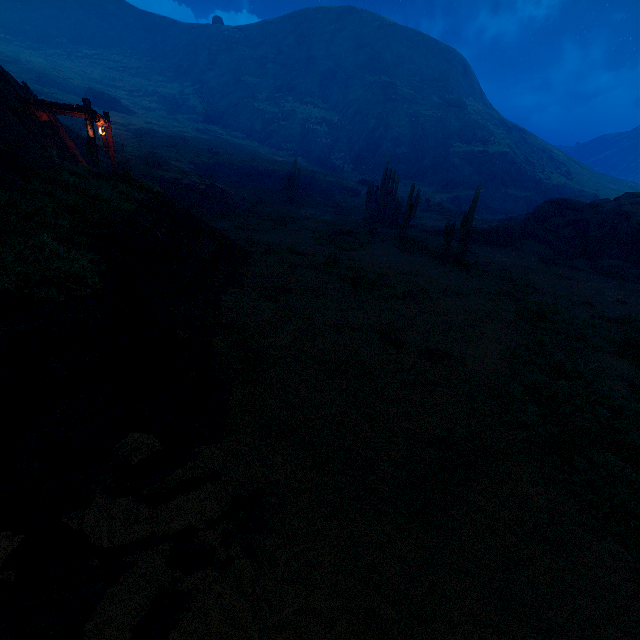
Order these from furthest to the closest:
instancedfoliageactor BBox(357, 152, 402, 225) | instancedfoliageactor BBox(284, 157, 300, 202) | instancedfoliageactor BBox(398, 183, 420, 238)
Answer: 1. instancedfoliageactor BBox(284, 157, 300, 202)
2. instancedfoliageactor BBox(357, 152, 402, 225)
3. instancedfoliageactor BBox(398, 183, 420, 238)

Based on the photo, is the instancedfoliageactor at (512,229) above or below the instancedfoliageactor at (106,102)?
below

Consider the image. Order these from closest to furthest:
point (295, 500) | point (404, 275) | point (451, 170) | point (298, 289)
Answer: point (295, 500) < point (298, 289) < point (404, 275) < point (451, 170)

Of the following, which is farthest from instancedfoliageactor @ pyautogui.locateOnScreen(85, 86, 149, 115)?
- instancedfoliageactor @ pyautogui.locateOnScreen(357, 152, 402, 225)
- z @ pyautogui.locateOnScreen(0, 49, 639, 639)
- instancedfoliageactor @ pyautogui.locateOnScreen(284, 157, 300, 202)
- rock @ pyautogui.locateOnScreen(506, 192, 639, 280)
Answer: rock @ pyautogui.locateOnScreen(506, 192, 639, 280)

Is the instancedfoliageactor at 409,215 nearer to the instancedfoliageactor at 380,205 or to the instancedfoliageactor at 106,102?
the instancedfoliageactor at 380,205

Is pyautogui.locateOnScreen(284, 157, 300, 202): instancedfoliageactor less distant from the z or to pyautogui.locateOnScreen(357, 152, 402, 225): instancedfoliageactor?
the z

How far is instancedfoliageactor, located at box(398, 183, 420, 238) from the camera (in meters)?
20.50

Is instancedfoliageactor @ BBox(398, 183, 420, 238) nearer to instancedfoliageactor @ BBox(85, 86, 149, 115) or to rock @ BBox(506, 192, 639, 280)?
rock @ BBox(506, 192, 639, 280)
